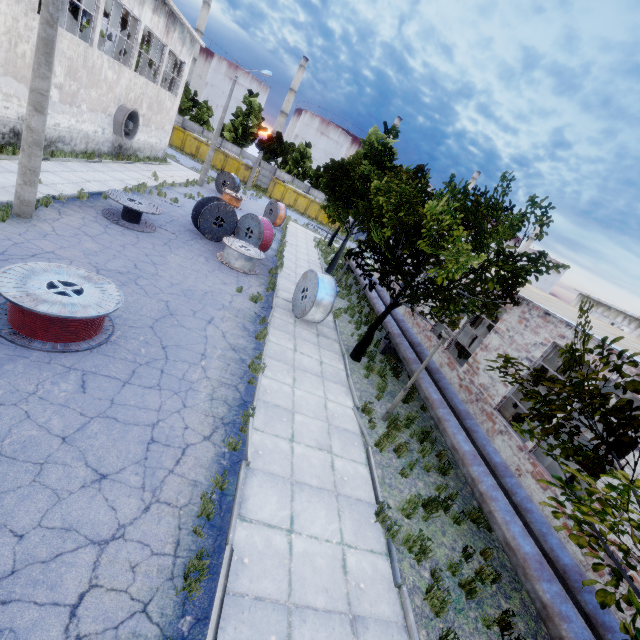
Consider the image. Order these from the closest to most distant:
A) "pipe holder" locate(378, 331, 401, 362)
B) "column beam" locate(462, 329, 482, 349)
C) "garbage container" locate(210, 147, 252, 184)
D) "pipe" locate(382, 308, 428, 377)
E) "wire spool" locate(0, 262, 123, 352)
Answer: "wire spool" locate(0, 262, 123, 352)
"pipe" locate(382, 308, 428, 377)
"pipe holder" locate(378, 331, 401, 362)
"column beam" locate(462, 329, 482, 349)
"garbage container" locate(210, 147, 252, 184)

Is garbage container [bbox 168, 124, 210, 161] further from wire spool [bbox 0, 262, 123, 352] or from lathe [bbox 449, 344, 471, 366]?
wire spool [bbox 0, 262, 123, 352]

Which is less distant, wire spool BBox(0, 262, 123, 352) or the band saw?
wire spool BBox(0, 262, 123, 352)

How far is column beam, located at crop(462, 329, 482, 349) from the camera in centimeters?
1869cm

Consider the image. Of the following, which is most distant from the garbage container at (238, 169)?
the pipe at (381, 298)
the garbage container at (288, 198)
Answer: the pipe at (381, 298)

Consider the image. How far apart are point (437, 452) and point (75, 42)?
23.0 meters

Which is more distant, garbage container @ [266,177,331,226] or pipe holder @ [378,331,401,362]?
garbage container @ [266,177,331,226]

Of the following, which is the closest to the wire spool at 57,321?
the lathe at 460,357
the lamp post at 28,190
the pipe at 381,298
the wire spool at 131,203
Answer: the lamp post at 28,190
